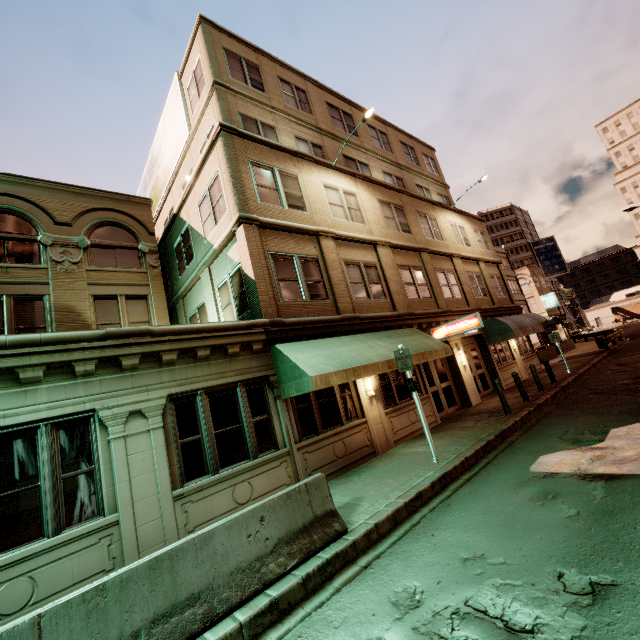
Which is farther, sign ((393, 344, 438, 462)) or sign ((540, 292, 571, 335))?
sign ((540, 292, 571, 335))

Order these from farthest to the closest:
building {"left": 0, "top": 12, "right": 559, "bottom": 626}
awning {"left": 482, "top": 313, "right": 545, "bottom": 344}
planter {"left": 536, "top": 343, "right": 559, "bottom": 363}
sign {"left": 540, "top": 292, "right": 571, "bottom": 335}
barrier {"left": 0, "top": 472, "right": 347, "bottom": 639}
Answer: sign {"left": 540, "top": 292, "right": 571, "bottom": 335} < planter {"left": 536, "top": 343, "right": 559, "bottom": 363} < awning {"left": 482, "top": 313, "right": 545, "bottom": 344} < building {"left": 0, "top": 12, "right": 559, "bottom": 626} < barrier {"left": 0, "top": 472, "right": 347, "bottom": 639}

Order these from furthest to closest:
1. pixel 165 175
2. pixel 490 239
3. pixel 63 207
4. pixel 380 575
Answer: pixel 490 239, pixel 165 175, pixel 63 207, pixel 380 575

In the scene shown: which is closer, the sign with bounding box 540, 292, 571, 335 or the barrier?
the barrier

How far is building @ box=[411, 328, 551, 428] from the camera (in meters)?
13.27

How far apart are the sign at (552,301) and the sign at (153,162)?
55.57m

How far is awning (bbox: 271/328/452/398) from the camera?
8.2m

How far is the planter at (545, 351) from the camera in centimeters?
2622cm
